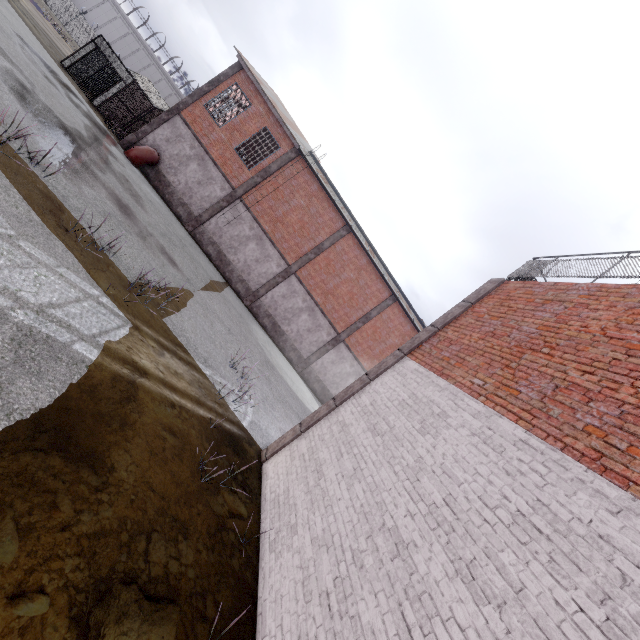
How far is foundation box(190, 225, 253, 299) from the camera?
20.88m

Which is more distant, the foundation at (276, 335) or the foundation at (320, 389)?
the foundation at (320, 389)

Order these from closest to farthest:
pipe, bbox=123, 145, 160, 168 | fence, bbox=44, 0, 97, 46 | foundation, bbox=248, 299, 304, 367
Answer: pipe, bbox=123, 145, 160, 168, foundation, bbox=248, 299, 304, 367, fence, bbox=44, 0, 97, 46

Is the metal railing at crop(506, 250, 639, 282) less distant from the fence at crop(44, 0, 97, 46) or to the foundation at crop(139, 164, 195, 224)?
the fence at crop(44, 0, 97, 46)

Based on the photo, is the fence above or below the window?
below

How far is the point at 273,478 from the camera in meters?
6.6

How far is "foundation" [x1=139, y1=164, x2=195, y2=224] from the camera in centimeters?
1994cm

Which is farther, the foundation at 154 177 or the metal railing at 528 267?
the foundation at 154 177
